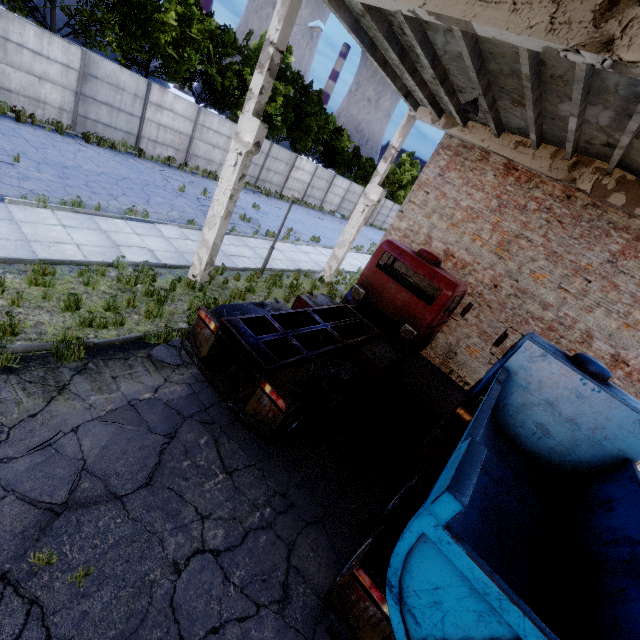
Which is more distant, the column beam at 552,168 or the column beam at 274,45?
the column beam at 552,168

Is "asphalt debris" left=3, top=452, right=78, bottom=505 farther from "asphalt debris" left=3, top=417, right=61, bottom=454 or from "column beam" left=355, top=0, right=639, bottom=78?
"column beam" left=355, top=0, right=639, bottom=78

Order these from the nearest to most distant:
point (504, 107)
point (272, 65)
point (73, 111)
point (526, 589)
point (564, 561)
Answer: point (526, 589) → point (564, 561) → point (272, 65) → point (504, 107) → point (73, 111)

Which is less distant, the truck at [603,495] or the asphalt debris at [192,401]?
the truck at [603,495]

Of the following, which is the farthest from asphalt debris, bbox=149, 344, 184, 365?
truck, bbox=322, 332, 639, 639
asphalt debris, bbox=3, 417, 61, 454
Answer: truck, bbox=322, 332, 639, 639

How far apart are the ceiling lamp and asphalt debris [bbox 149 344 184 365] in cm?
890

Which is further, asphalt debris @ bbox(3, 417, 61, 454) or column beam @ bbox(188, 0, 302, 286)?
column beam @ bbox(188, 0, 302, 286)

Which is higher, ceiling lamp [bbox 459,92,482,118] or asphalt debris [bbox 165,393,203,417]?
ceiling lamp [bbox 459,92,482,118]
